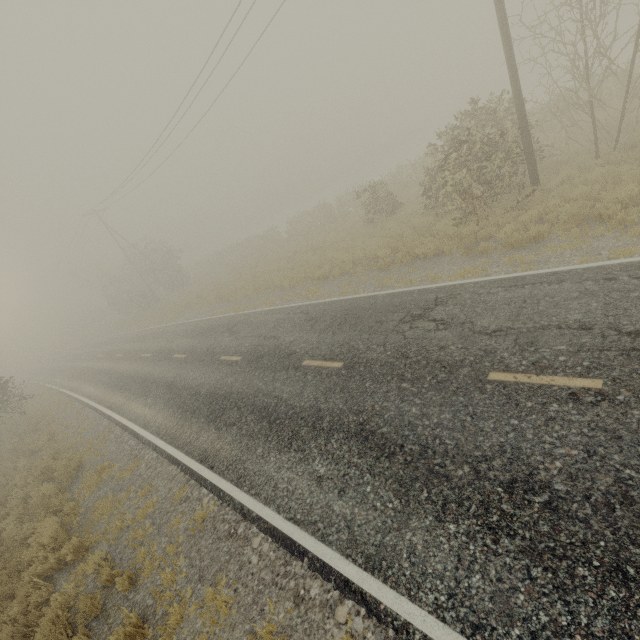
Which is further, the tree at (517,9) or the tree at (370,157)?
the tree at (370,157)

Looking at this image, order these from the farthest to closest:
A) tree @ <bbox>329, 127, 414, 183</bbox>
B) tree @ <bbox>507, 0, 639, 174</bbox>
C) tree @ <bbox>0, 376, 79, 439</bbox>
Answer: tree @ <bbox>329, 127, 414, 183</bbox>
tree @ <bbox>0, 376, 79, 439</bbox>
tree @ <bbox>507, 0, 639, 174</bbox>

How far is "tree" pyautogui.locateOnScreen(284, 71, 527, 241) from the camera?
10.9m

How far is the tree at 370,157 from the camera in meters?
55.5

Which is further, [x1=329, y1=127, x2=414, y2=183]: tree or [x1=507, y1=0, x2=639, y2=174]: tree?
[x1=329, y1=127, x2=414, y2=183]: tree

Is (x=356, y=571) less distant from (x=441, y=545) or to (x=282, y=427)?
(x=441, y=545)
